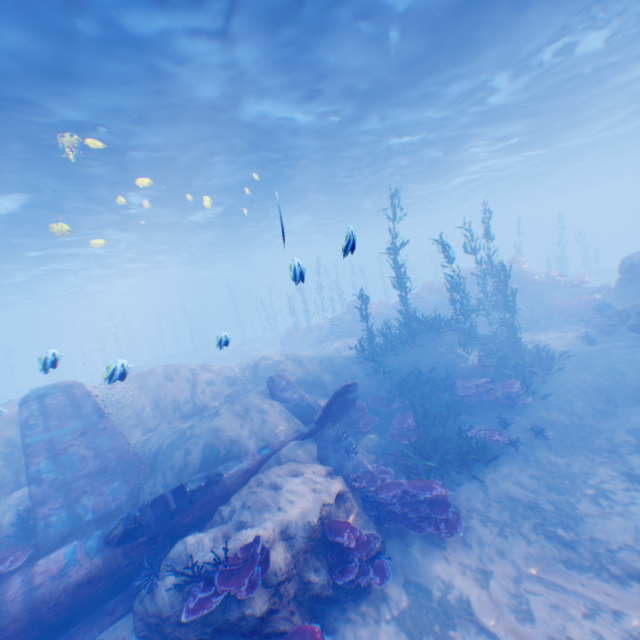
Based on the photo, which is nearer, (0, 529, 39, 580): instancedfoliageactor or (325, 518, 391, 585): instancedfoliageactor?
(325, 518, 391, 585): instancedfoliageactor

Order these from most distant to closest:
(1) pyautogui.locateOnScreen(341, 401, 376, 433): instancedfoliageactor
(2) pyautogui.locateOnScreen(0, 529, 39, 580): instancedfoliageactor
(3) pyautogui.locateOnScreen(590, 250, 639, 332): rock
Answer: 1. (3) pyautogui.locateOnScreen(590, 250, 639, 332): rock
2. (1) pyautogui.locateOnScreen(341, 401, 376, 433): instancedfoliageactor
3. (2) pyautogui.locateOnScreen(0, 529, 39, 580): instancedfoliageactor

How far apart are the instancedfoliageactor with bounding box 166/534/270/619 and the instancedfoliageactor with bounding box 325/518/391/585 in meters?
1.2

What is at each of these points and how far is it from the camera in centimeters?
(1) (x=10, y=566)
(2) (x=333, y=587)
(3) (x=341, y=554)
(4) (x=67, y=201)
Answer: (1) instancedfoliageactor, 705cm
(2) rock, 649cm
(3) instancedfoliageactor, 633cm
(4) light, 1742cm

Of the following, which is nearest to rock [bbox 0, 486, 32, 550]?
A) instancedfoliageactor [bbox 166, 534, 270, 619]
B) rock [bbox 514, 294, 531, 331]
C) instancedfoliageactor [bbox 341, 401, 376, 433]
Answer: instancedfoliageactor [bbox 166, 534, 270, 619]

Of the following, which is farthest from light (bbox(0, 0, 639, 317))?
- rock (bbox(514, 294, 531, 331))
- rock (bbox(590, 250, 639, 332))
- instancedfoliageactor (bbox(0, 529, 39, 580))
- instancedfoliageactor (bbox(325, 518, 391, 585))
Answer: rock (bbox(514, 294, 531, 331))

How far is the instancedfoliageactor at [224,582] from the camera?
5.26m

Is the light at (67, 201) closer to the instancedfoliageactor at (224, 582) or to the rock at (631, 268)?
the rock at (631, 268)
